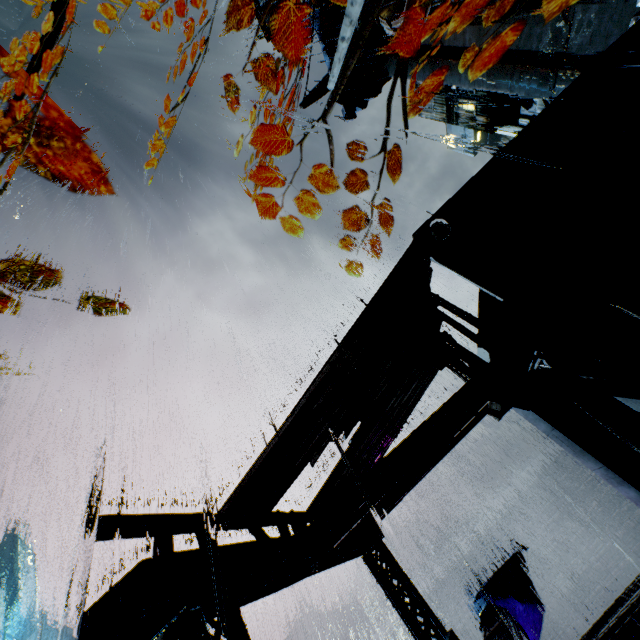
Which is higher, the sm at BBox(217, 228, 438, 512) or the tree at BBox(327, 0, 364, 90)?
the sm at BBox(217, 228, 438, 512)

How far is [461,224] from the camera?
7.2m

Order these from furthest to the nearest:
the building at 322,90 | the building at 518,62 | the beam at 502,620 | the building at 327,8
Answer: the building at 322,90
the building at 327,8
the building at 518,62
the beam at 502,620

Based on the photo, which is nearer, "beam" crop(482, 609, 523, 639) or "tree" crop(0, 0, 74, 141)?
"tree" crop(0, 0, 74, 141)

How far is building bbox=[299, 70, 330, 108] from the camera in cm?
3073

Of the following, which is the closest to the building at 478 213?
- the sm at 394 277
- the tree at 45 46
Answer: the sm at 394 277

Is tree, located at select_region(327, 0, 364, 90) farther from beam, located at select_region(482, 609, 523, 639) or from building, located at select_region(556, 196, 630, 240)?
beam, located at select_region(482, 609, 523, 639)

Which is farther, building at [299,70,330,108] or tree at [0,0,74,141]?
building at [299,70,330,108]
